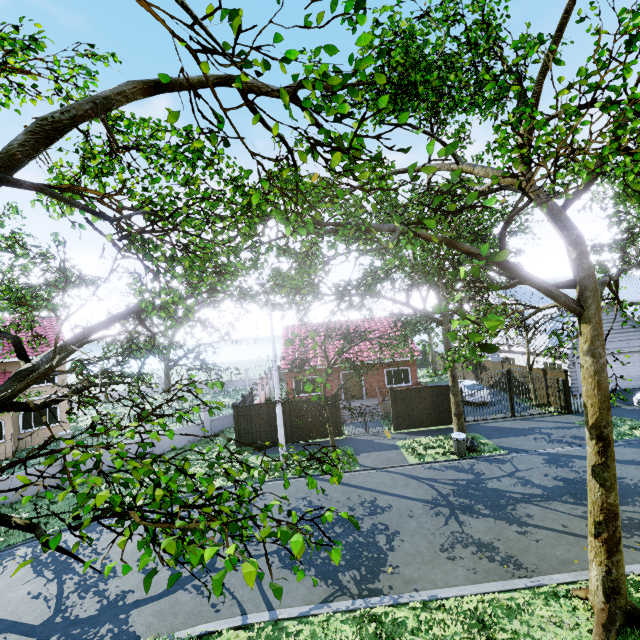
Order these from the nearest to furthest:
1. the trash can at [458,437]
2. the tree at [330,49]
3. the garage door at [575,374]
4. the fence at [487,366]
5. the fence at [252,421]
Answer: the tree at [330,49]
the trash can at [458,437]
the fence at [252,421]
the garage door at [575,374]
the fence at [487,366]

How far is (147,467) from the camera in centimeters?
293cm

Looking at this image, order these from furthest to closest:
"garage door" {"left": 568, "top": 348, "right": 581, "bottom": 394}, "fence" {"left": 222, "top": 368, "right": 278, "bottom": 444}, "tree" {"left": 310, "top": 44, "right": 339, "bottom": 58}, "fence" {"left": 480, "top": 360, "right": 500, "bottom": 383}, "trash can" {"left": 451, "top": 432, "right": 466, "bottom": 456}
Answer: "fence" {"left": 480, "top": 360, "right": 500, "bottom": 383}
"garage door" {"left": 568, "top": 348, "right": 581, "bottom": 394}
"fence" {"left": 222, "top": 368, "right": 278, "bottom": 444}
"trash can" {"left": 451, "top": 432, "right": 466, "bottom": 456}
"tree" {"left": 310, "top": 44, "right": 339, "bottom": 58}

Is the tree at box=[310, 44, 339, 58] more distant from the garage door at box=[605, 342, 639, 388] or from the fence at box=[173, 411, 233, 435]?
the garage door at box=[605, 342, 639, 388]

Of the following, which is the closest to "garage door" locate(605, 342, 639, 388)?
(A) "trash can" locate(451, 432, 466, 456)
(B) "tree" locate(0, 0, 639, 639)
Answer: (B) "tree" locate(0, 0, 639, 639)

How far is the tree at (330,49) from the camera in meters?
2.8 m

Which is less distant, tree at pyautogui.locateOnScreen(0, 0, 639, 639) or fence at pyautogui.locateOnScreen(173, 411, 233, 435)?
tree at pyautogui.locateOnScreen(0, 0, 639, 639)

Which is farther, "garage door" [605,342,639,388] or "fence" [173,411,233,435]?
"garage door" [605,342,639,388]
